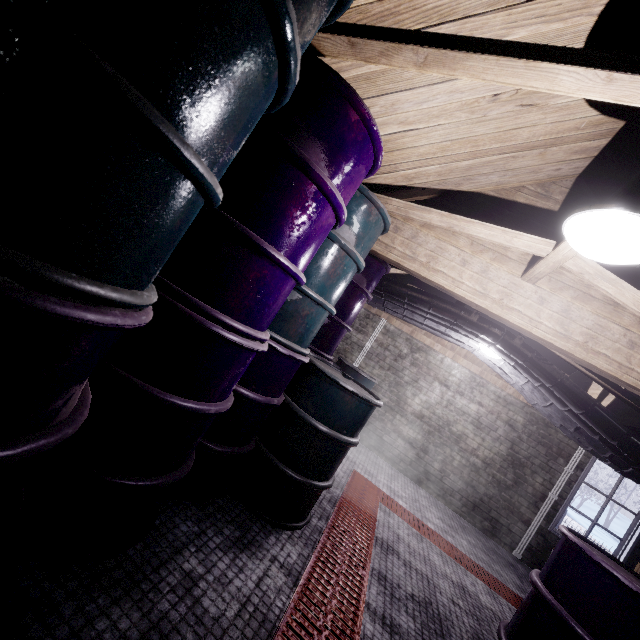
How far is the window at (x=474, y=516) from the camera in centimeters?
469cm

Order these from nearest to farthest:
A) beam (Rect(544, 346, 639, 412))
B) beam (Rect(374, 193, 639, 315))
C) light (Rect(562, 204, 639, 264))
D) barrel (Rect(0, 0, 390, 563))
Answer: barrel (Rect(0, 0, 390, 563))
light (Rect(562, 204, 639, 264))
beam (Rect(374, 193, 639, 315))
beam (Rect(544, 346, 639, 412))

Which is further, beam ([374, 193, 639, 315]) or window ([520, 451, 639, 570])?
window ([520, 451, 639, 570])

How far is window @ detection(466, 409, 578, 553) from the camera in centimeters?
469cm

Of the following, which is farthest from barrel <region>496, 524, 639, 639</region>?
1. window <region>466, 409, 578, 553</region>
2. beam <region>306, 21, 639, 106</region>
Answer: window <region>466, 409, 578, 553</region>

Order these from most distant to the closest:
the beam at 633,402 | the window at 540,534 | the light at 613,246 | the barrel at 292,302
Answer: the window at 540,534, the beam at 633,402, the light at 613,246, the barrel at 292,302

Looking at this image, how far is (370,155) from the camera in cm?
144

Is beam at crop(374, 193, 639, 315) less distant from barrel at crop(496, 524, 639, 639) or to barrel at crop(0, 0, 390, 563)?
barrel at crop(0, 0, 390, 563)
